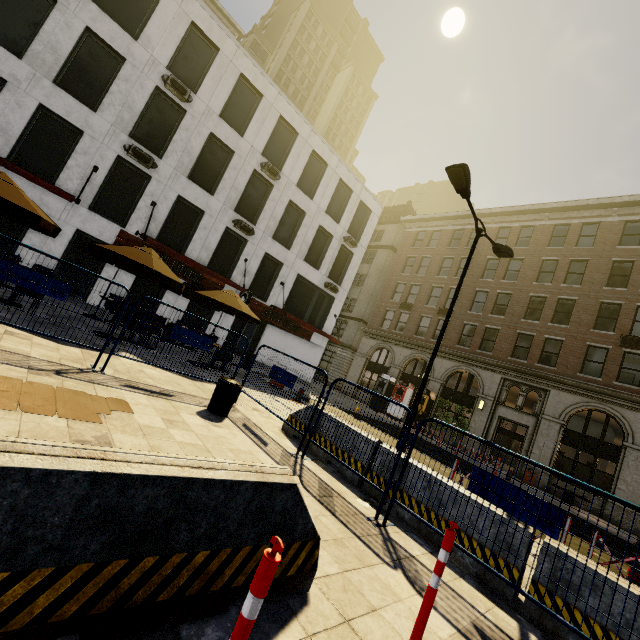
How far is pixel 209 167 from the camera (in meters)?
18.17

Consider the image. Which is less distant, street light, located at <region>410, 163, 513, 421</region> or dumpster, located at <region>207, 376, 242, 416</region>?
dumpster, located at <region>207, 376, 242, 416</region>

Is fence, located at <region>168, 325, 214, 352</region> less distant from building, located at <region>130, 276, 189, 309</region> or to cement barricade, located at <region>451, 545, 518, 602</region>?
cement barricade, located at <region>451, 545, 518, 602</region>

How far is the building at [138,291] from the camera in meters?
16.8

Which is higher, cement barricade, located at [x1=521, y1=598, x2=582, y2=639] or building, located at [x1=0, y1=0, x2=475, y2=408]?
building, located at [x1=0, y1=0, x2=475, y2=408]

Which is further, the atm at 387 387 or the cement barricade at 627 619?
the atm at 387 387

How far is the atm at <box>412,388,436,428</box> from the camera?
24.6m

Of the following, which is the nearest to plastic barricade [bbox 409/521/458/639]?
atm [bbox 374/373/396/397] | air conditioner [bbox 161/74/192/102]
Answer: air conditioner [bbox 161/74/192/102]
